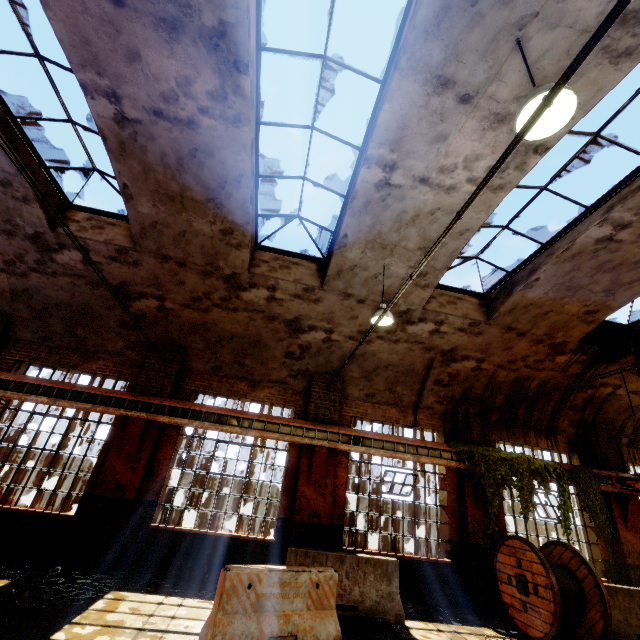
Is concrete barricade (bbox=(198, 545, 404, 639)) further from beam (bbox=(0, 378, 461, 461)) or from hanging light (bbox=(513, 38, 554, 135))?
hanging light (bbox=(513, 38, 554, 135))

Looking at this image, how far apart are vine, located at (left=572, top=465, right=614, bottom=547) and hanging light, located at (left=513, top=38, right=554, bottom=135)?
10.8m

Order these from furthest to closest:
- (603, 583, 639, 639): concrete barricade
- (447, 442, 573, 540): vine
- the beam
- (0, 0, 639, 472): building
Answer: (447, 442, 573, 540): vine < the beam < (603, 583, 639, 639): concrete barricade < (0, 0, 639, 472): building

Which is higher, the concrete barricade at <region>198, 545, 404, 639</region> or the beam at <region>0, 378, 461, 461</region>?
the beam at <region>0, 378, 461, 461</region>

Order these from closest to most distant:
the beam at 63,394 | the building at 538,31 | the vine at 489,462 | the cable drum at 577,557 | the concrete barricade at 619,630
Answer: the building at 538,31, the cable drum at 577,557, the concrete barricade at 619,630, the beam at 63,394, the vine at 489,462

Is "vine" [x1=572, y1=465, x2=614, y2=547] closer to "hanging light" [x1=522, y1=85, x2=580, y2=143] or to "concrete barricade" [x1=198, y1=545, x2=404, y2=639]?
"concrete barricade" [x1=198, y1=545, x2=404, y2=639]

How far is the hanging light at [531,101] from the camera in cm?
310

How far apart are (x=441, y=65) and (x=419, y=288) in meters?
5.1
